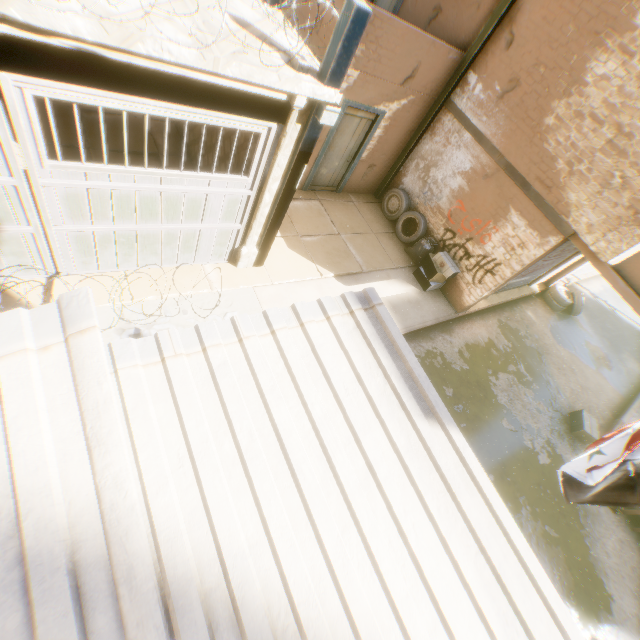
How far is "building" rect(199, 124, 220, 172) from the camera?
6.56m

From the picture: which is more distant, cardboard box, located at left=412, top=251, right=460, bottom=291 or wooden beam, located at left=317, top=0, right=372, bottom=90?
cardboard box, located at left=412, top=251, right=460, bottom=291

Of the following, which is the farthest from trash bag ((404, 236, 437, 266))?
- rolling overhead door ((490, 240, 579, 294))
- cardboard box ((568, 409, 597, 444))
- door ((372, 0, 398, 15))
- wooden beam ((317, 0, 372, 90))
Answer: door ((372, 0, 398, 15))

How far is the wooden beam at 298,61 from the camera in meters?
4.0 m

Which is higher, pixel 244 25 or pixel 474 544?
pixel 244 25

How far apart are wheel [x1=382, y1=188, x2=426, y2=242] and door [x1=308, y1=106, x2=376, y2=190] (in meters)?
0.39

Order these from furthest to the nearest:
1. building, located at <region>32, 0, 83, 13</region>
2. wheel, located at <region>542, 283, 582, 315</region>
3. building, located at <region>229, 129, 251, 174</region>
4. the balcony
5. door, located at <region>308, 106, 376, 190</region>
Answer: wheel, located at <region>542, 283, 582, 315</region> < door, located at <region>308, 106, 376, 190</region> < the balcony < building, located at <region>229, 129, 251, 174</region> < building, located at <region>32, 0, 83, 13</region>

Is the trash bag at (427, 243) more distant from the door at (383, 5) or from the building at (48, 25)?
the door at (383, 5)
